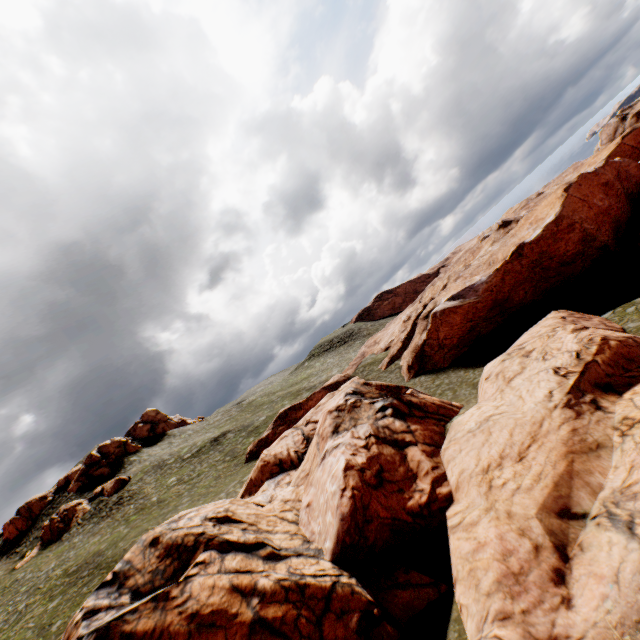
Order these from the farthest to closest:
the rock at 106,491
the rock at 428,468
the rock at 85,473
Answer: the rock at 85,473
the rock at 106,491
the rock at 428,468

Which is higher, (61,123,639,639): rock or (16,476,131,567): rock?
(16,476,131,567): rock

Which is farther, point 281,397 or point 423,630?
point 281,397

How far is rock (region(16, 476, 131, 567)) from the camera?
44.1 meters

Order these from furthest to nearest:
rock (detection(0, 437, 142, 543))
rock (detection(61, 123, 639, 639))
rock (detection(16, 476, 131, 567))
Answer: rock (detection(0, 437, 142, 543)), rock (detection(16, 476, 131, 567)), rock (detection(61, 123, 639, 639))

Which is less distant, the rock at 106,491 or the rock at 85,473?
the rock at 106,491

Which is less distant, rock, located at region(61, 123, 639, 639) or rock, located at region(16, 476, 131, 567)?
rock, located at region(61, 123, 639, 639)
